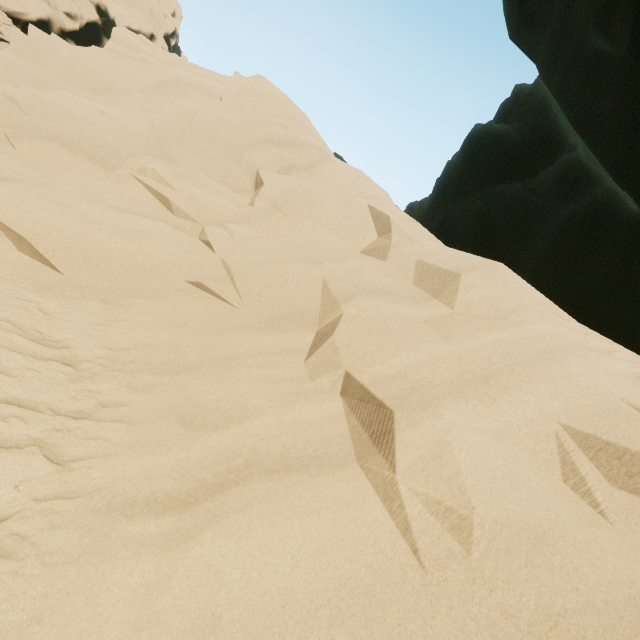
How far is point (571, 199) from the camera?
8.7m
